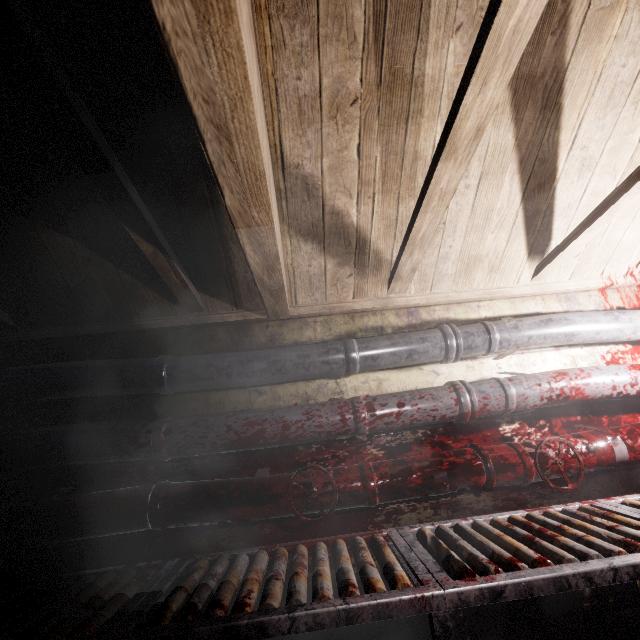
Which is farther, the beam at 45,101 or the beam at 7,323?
the beam at 7,323

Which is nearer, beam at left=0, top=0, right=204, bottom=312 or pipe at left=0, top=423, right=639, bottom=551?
beam at left=0, top=0, right=204, bottom=312

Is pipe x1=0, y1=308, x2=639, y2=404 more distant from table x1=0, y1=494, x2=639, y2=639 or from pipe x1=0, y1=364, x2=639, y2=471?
table x1=0, y1=494, x2=639, y2=639

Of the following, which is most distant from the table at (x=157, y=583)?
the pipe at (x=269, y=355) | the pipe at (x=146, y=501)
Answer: the pipe at (x=269, y=355)

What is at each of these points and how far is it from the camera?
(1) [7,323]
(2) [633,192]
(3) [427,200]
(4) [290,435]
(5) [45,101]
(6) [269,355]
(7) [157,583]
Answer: (1) beam, 1.79m
(2) beam, 1.43m
(3) beam, 1.33m
(4) pipe, 1.62m
(5) beam, 0.85m
(6) pipe, 1.74m
(7) table, 1.24m

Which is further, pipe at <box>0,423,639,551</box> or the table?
pipe at <box>0,423,639,551</box>

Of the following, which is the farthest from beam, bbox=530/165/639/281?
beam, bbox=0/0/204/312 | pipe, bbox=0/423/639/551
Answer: pipe, bbox=0/423/639/551

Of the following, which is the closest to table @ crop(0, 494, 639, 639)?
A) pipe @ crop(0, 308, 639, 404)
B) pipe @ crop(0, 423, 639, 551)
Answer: pipe @ crop(0, 423, 639, 551)
